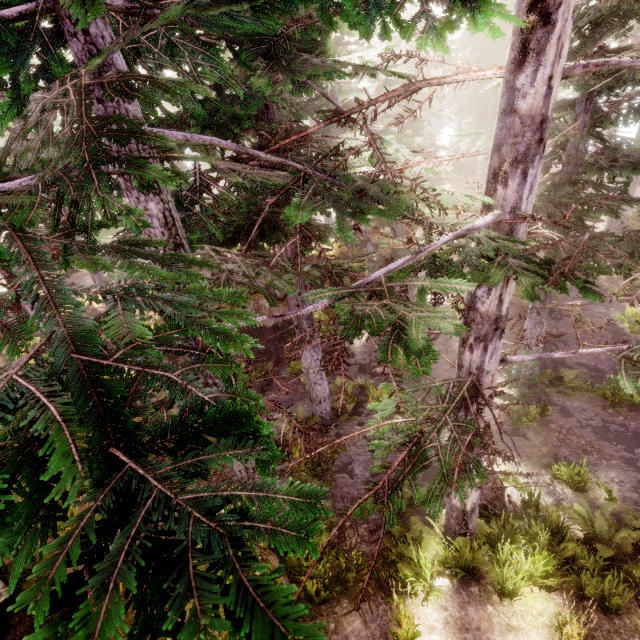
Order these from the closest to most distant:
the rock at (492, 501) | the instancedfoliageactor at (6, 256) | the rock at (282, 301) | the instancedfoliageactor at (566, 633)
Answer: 1. the instancedfoliageactor at (6, 256)
2. the instancedfoliageactor at (566, 633)
3. the rock at (492, 501)
4. the rock at (282, 301)

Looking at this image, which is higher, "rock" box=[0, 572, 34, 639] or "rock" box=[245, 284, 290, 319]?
"rock" box=[0, 572, 34, 639]

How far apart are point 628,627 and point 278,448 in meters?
10.4

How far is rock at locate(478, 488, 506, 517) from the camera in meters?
9.4

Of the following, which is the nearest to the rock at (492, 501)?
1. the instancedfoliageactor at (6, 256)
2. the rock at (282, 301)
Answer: the instancedfoliageactor at (6, 256)

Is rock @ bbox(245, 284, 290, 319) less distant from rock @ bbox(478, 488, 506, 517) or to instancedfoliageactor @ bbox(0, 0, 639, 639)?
instancedfoliageactor @ bbox(0, 0, 639, 639)

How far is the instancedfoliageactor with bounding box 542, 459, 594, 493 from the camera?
10.29m

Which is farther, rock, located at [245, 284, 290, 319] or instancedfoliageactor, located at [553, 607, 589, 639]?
rock, located at [245, 284, 290, 319]
